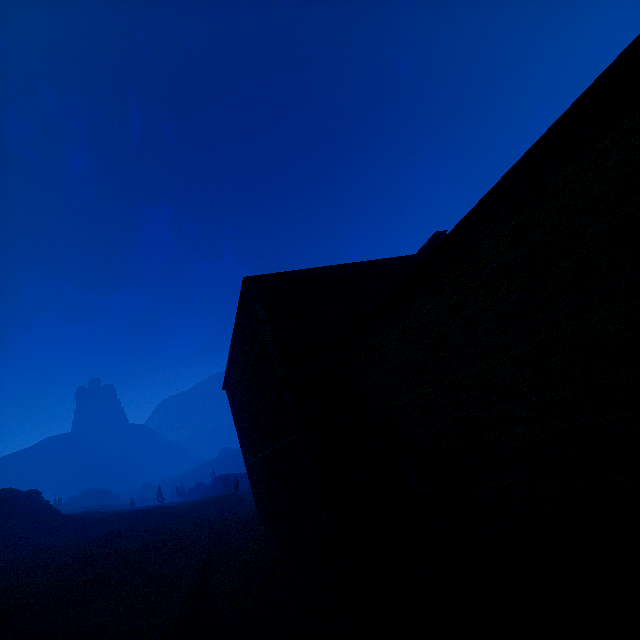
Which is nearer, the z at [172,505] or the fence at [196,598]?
the fence at [196,598]

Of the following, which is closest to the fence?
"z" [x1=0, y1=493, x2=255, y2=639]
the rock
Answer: "z" [x1=0, y1=493, x2=255, y2=639]

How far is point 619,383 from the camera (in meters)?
4.34

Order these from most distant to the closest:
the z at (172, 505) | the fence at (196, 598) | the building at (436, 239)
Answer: the z at (172, 505)
the fence at (196, 598)
the building at (436, 239)

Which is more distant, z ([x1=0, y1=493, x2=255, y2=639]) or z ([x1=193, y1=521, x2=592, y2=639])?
z ([x1=0, y1=493, x2=255, y2=639])

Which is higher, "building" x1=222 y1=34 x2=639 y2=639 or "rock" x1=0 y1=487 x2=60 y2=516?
"rock" x1=0 y1=487 x2=60 y2=516

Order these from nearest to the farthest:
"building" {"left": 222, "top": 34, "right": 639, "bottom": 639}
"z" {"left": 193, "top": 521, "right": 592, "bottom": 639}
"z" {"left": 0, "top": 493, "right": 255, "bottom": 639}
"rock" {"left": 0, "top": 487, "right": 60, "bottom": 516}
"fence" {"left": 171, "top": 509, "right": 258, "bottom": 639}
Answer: "building" {"left": 222, "top": 34, "right": 639, "bottom": 639}, "z" {"left": 193, "top": 521, "right": 592, "bottom": 639}, "fence" {"left": 171, "top": 509, "right": 258, "bottom": 639}, "z" {"left": 0, "top": 493, "right": 255, "bottom": 639}, "rock" {"left": 0, "top": 487, "right": 60, "bottom": 516}

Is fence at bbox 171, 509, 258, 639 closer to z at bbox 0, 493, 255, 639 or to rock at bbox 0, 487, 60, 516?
z at bbox 0, 493, 255, 639
